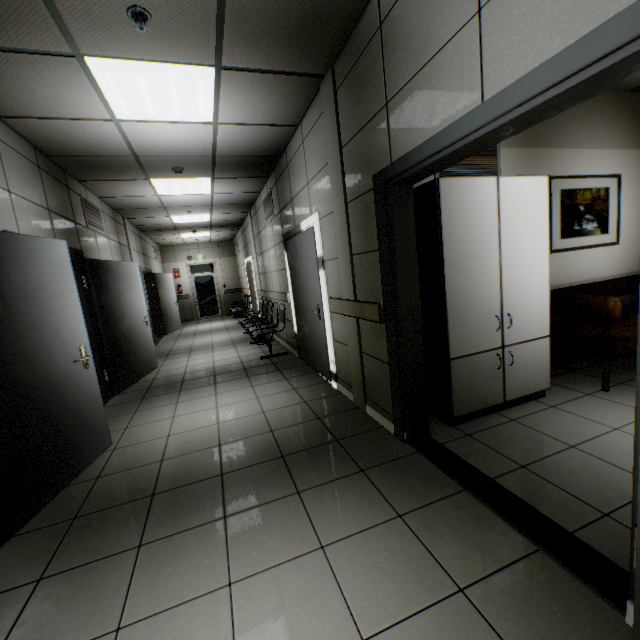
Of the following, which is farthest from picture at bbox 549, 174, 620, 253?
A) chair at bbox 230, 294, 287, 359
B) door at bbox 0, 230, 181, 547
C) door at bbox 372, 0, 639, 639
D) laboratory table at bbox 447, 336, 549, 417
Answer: door at bbox 0, 230, 181, 547

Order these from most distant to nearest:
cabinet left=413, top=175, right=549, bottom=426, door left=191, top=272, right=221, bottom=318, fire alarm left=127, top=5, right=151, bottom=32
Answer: door left=191, top=272, right=221, bottom=318, cabinet left=413, top=175, right=549, bottom=426, fire alarm left=127, top=5, right=151, bottom=32

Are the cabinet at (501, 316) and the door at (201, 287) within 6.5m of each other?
no

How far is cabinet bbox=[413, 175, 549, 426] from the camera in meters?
2.6 m

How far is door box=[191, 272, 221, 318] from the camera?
14.1 meters

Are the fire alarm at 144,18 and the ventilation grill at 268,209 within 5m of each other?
yes

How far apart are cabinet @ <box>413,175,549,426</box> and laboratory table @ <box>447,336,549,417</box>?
0.0m

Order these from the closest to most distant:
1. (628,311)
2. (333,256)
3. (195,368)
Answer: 1. (333,256)
2. (628,311)
3. (195,368)
